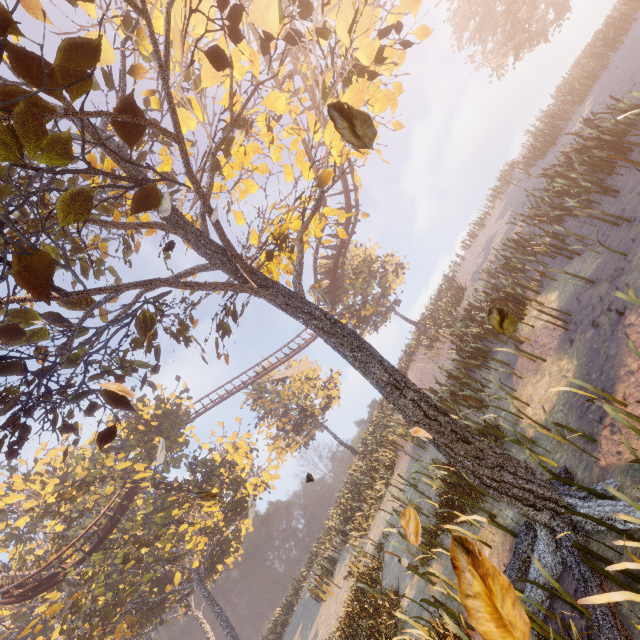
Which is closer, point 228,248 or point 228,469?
point 228,248

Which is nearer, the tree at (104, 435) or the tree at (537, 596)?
the tree at (537, 596)

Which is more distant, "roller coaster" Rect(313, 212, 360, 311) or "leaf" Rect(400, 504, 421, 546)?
"roller coaster" Rect(313, 212, 360, 311)

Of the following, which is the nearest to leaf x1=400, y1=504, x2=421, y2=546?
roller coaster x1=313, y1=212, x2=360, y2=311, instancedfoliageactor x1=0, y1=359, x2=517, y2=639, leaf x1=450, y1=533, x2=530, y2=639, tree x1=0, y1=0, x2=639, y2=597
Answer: tree x1=0, y1=0, x2=639, y2=597

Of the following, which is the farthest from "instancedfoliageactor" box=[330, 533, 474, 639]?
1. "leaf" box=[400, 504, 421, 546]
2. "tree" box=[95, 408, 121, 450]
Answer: "leaf" box=[400, 504, 421, 546]

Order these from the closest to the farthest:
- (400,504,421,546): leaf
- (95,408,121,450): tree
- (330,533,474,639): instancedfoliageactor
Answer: (400,504,421,546): leaf < (95,408,121,450): tree < (330,533,474,639): instancedfoliageactor

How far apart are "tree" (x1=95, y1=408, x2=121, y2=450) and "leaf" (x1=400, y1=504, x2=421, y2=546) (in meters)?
3.99

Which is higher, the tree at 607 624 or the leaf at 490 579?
the leaf at 490 579
